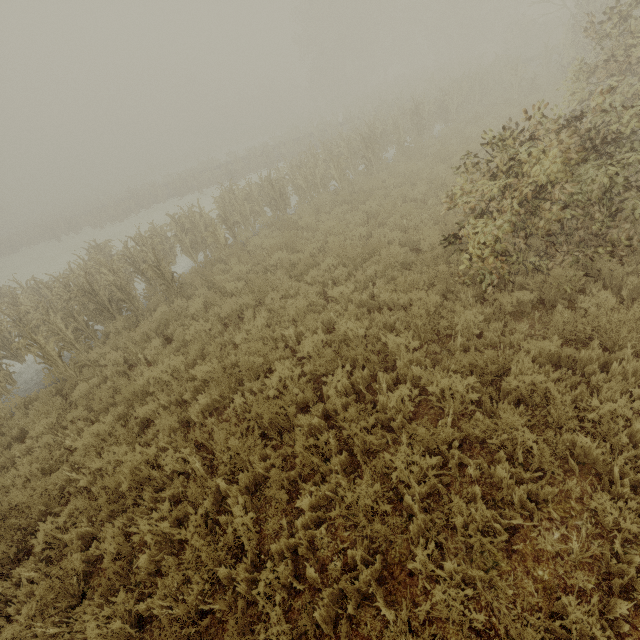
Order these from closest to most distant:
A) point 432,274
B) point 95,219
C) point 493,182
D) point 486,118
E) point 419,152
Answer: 1. point 493,182
2. point 432,274
3. point 419,152
4. point 486,118
5. point 95,219
